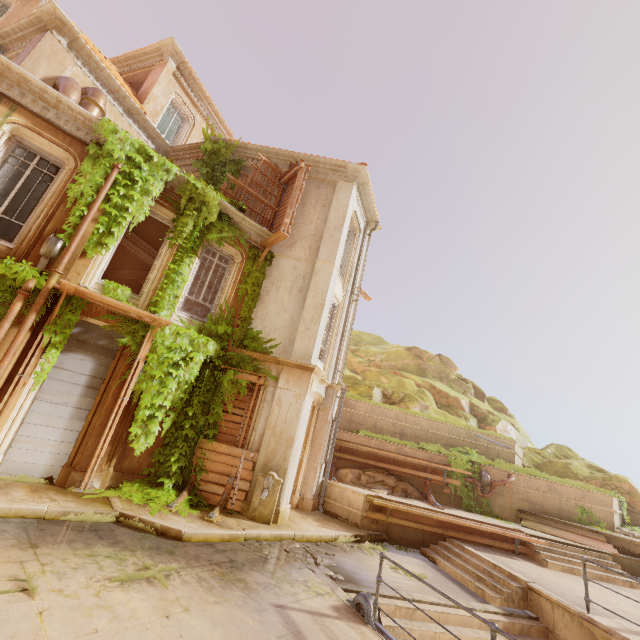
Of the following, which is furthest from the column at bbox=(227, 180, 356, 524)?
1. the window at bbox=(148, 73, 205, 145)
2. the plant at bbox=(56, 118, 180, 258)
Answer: the window at bbox=(148, 73, 205, 145)

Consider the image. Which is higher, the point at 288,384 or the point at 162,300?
the point at 162,300

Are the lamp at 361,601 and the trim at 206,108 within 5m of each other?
no

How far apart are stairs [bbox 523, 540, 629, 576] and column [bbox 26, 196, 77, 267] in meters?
15.9 m

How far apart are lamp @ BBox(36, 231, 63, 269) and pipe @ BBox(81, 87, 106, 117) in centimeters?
428cm

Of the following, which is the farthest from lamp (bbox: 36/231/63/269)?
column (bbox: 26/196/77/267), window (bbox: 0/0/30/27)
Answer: window (bbox: 0/0/30/27)

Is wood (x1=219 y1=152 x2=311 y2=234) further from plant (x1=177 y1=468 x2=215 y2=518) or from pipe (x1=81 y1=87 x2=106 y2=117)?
pipe (x1=81 y1=87 x2=106 y2=117)

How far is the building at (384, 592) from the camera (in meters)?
6.58
